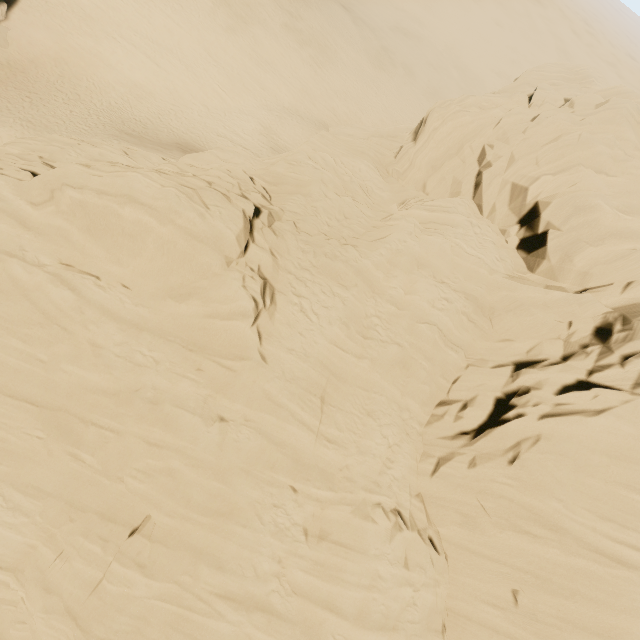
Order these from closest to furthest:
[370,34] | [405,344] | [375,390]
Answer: [375,390], [405,344], [370,34]
